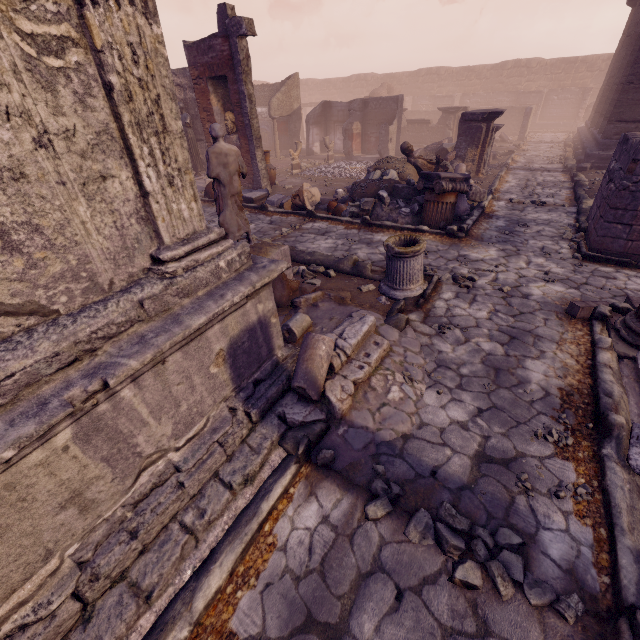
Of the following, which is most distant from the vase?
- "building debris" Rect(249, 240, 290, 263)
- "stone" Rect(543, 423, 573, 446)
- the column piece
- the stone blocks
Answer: "stone" Rect(543, 423, 573, 446)

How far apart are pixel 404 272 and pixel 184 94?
13.9m

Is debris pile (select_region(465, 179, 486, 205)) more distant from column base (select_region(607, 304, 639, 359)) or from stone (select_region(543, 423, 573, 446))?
stone (select_region(543, 423, 573, 446))

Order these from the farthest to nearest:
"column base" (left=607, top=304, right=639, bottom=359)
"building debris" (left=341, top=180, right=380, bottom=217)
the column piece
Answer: "building debris" (left=341, top=180, right=380, bottom=217)
the column piece
"column base" (left=607, top=304, right=639, bottom=359)

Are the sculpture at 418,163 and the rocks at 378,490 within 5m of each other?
no

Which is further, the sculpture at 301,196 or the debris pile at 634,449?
the sculpture at 301,196

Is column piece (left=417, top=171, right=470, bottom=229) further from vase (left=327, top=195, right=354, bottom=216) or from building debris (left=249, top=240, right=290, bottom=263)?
building debris (left=249, top=240, right=290, bottom=263)

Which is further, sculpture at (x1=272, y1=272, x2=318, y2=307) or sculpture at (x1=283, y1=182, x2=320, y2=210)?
sculpture at (x1=283, y1=182, x2=320, y2=210)
